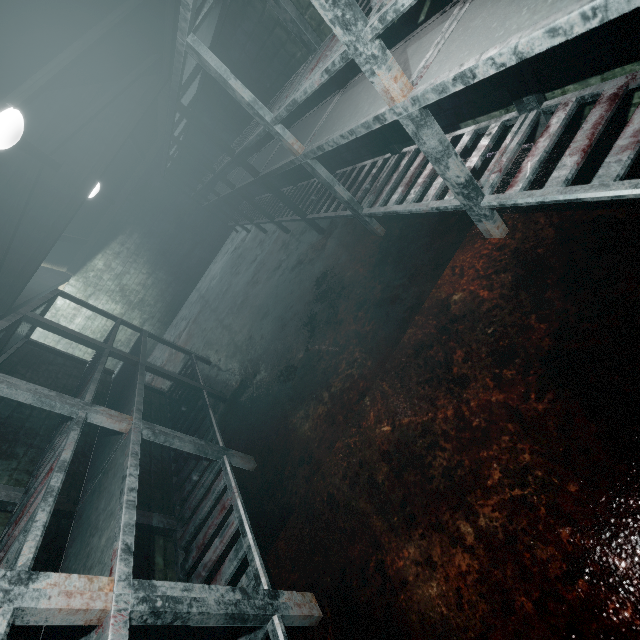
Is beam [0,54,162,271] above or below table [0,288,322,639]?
above

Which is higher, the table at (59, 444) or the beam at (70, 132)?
the beam at (70, 132)

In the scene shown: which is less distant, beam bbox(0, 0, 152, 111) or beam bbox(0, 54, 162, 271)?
beam bbox(0, 0, 152, 111)

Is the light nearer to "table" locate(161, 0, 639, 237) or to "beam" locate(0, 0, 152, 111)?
"beam" locate(0, 0, 152, 111)

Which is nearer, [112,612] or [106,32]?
[112,612]

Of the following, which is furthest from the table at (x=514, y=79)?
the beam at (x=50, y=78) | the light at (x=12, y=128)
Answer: the light at (x=12, y=128)

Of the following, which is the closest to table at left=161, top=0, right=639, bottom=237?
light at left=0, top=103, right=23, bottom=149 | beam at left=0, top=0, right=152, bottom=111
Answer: beam at left=0, top=0, right=152, bottom=111
